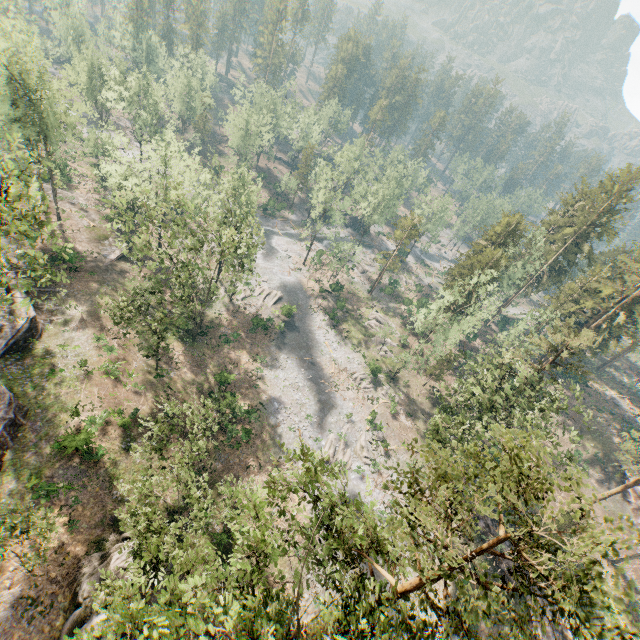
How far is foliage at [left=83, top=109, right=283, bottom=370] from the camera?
29.3 meters

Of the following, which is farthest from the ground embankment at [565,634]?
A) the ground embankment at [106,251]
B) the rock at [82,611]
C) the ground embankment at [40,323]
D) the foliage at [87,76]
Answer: the ground embankment at [106,251]

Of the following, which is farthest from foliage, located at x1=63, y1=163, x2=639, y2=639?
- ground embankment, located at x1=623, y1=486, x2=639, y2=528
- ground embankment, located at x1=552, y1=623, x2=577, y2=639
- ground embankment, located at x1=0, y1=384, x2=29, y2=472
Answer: ground embankment, located at x1=623, y1=486, x2=639, y2=528

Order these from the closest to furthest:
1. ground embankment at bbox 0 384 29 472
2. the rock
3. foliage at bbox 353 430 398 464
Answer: the rock < ground embankment at bbox 0 384 29 472 < foliage at bbox 353 430 398 464

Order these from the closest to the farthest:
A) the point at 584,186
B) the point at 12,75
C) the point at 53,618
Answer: the point at 53,618 → the point at 12,75 → the point at 584,186

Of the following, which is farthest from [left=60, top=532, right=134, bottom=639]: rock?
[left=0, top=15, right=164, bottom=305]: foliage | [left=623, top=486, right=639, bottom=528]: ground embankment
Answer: [left=623, top=486, right=639, bottom=528]: ground embankment

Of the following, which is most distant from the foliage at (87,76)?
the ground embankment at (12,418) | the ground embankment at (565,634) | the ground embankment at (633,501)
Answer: the ground embankment at (633,501)

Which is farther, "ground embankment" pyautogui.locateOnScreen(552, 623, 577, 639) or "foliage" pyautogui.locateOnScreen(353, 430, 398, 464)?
"foliage" pyautogui.locateOnScreen(353, 430, 398, 464)
